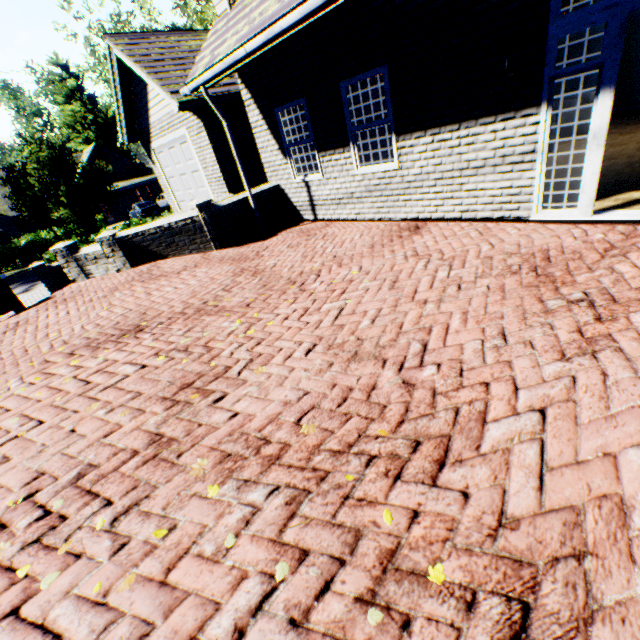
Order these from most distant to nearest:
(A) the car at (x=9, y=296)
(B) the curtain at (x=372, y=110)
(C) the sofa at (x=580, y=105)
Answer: (C) the sofa at (x=580, y=105) → (A) the car at (x=9, y=296) → (B) the curtain at (x=372, y=110)

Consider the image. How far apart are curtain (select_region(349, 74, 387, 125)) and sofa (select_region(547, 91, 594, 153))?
5.7 meters

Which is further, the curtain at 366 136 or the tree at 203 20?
the tree at 203 20

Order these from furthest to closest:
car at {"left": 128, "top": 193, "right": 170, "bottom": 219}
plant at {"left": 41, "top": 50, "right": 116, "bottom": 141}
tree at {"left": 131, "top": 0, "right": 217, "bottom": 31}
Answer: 1. plant at {"left": 41, "top": 50, "right": 116, "bottom": 141}
2. car at {"left": 128, "top": 193, "right": 170, "bottom": 219}
3. tree at {"left": 131, "top": 0, "right": 217, "bottom": 31}

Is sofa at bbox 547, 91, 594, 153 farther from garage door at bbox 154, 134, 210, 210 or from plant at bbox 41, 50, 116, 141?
plant at bbox 41, 50, 116, 141

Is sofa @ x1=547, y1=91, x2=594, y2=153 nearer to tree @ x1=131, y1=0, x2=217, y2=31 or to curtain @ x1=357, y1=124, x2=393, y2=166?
curtain @ x1=357, y1=124, x2=393, y2=166

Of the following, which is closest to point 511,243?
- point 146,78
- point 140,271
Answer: point 140,271

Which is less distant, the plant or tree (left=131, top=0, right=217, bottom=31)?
tree (left=131, top=0, right=217, bottom=31)
